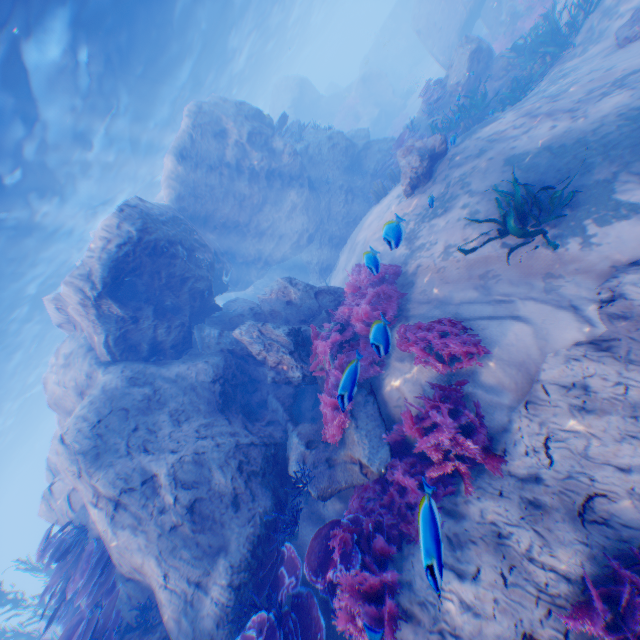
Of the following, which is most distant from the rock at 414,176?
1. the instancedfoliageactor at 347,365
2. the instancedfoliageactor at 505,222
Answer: the instancedfoliageactor at 505,222

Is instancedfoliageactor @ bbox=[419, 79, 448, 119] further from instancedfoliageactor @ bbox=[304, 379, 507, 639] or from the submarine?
instancedfoliageactor @ bbox=[304, 379, 507, 639]

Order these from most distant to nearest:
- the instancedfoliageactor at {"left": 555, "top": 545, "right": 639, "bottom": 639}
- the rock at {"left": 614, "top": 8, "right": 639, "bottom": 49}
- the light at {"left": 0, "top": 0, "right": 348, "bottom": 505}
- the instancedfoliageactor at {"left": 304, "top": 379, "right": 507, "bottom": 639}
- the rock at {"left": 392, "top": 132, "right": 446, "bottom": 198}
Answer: the light at {"left": 0, "top": 0, "right": 348, "bottom": 505}
the rock at {"left": 392, "top": 132, "right": 446, "bottom": 198}
the rock at {"left": 614, "top": 8, "right": 639, "bottom": 49}
the instancedfoliageactor at {"left": 304, "top": 379, "right": 507, "bottom": 639}
the instancedfoliageactor at {"left": 555, "top": 545, "right": 639, "bottom": 639}

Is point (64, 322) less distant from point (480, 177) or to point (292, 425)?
point (292, 425)

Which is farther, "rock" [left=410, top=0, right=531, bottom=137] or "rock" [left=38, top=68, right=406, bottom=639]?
"rock" [left=410, top=0, right=531, bottom=137]

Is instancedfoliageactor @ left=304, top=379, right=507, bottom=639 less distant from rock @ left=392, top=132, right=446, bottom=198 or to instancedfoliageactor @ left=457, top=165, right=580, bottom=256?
rock @ left=392, top=132, right=446, bottom=198

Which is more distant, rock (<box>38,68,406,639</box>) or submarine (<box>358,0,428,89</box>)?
submarine (<box>358,0,428,89</box>)

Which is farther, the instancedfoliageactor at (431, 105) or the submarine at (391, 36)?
the submarine at (391, 36)
